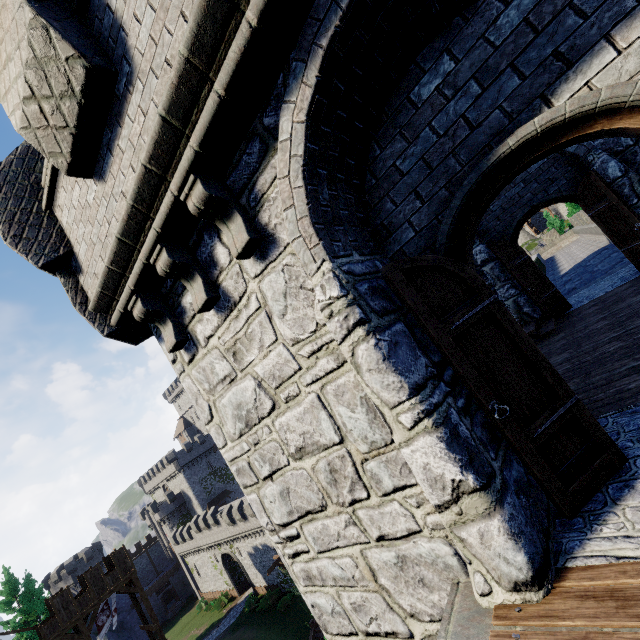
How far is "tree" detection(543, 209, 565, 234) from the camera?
34.2 meters

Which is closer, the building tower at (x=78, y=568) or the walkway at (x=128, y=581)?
the walkway at (x=128, y=581)

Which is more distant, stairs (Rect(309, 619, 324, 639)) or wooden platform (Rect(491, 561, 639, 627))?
stairs (Rect(309, 619, 324, 639))

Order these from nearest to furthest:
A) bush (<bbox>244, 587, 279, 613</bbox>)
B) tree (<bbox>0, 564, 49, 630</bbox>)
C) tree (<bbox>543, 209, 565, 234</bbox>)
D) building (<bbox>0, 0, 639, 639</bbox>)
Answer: building (<bbox>0, 0, 639, 639</bbox>) → tree (<bbox>543, 209, 565, 234</bbox>) → tree (<bbox>0, 564, 49, 630</bbox>) → bush (<bbox>244, 587, 279, 613</bbox>)

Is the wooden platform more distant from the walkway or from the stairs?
the walkway

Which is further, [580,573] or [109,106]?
[109,106]

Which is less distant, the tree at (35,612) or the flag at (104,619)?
the flag at (104,619)

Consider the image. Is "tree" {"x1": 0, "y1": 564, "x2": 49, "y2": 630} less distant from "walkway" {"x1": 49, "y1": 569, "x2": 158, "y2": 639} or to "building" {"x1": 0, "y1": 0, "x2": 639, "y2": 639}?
"walkway" {"x1": 49, "y1": 569, "x2": 158, "y2": 639}
